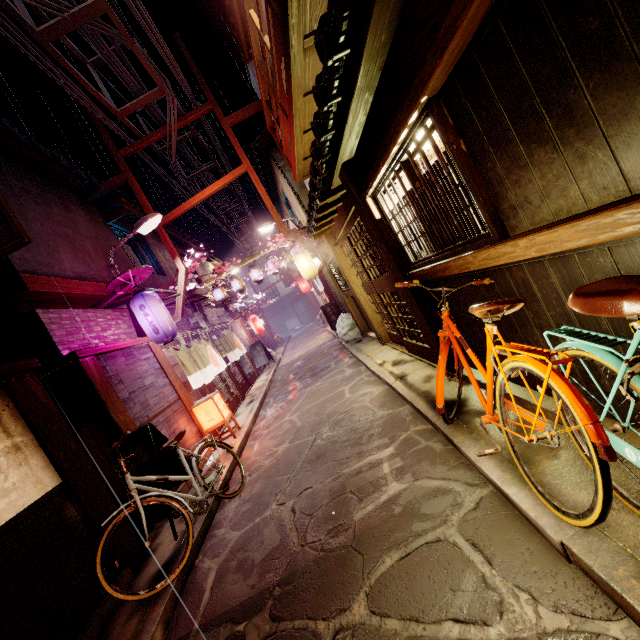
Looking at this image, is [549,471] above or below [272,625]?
above

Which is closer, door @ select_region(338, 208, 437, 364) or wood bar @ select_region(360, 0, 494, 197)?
wood bar @ select_region(360, 0, 494, 197)

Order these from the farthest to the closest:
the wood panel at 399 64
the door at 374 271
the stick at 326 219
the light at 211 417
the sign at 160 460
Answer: the light at 211 417
the stick at 326 219
the door at 374 271
the sign at 160 460
the wood panel at 399 64

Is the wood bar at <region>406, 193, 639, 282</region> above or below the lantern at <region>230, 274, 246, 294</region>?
below

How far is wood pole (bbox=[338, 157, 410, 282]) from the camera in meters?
7.5 m

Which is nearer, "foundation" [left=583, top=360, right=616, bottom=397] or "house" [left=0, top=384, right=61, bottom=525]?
"foundation" [left=583, top=360, right=616, bottom=397]

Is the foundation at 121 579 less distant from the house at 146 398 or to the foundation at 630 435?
the house at 146 398

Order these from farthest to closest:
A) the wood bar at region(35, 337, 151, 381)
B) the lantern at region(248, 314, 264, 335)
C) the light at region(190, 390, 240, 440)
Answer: the lantern at region(248, 314, 264, 335)
the light at region(190, 390, 240, 440)
the wood bar at region(35, 337, 151, 381)
